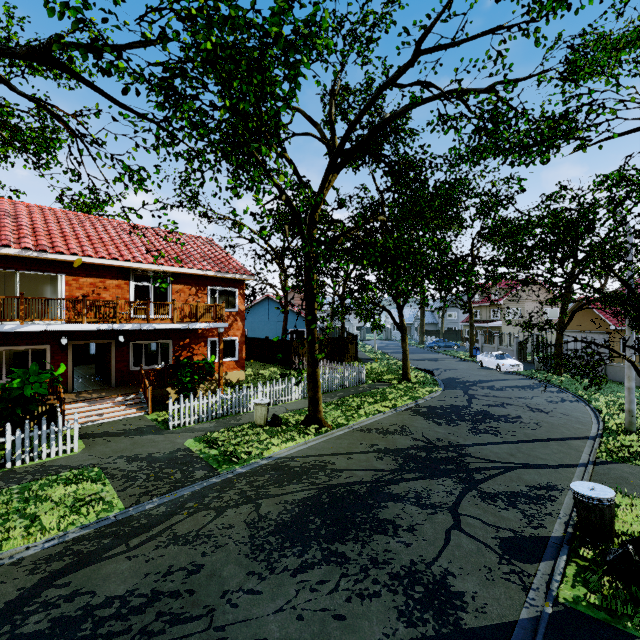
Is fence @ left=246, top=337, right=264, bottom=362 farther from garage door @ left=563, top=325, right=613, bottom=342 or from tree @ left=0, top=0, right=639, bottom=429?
garage door @ left=563, top=325, right=613, bottom=342

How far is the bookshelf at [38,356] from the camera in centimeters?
1523cm

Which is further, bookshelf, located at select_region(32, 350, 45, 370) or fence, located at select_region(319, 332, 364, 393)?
fence, located at select_region(319, 332, 364, 393)

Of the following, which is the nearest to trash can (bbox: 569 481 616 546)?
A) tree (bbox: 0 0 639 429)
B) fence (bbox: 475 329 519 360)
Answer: tree (bbox: 0 0 639 429)

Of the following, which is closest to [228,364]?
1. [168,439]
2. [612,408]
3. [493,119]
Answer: [168,439]

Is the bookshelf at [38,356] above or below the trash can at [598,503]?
above

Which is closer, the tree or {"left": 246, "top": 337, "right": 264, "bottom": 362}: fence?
the tree

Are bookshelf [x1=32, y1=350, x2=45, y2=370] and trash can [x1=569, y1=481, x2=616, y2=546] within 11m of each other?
no
